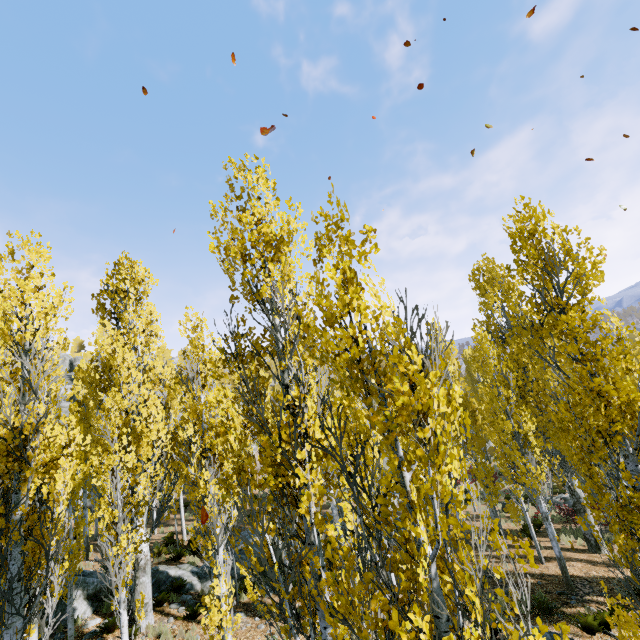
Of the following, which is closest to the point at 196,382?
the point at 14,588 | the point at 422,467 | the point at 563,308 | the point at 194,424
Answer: the point at 194,424

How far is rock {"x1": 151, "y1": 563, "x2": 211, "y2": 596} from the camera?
13.7m

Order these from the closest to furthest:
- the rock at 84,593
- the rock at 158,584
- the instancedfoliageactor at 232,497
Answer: the instancedfoliageactor at 232,497 → the rock at 84,593 → the rock at 158,584

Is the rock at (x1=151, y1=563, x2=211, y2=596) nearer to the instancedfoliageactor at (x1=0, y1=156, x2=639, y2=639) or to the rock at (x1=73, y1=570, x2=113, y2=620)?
the rock at (x1=73, y1=570, x2=113, y2=620)

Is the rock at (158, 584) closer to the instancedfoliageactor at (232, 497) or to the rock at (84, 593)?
the rock at (84, 593)

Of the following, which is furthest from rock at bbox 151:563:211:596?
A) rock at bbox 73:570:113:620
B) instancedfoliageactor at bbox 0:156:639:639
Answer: instancedfoliageactor at bbox 0:156:639:639

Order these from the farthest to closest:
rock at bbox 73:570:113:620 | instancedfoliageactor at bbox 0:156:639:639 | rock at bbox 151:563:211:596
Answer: rock at bbox 151:563:211:596 → rock at bbox 73:570:113:620 → instancedfoliageactor at bbox 0:156:639:639

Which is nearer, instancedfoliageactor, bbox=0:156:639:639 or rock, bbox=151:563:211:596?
instancedfoliageactor, bbox=0:156:639:639
